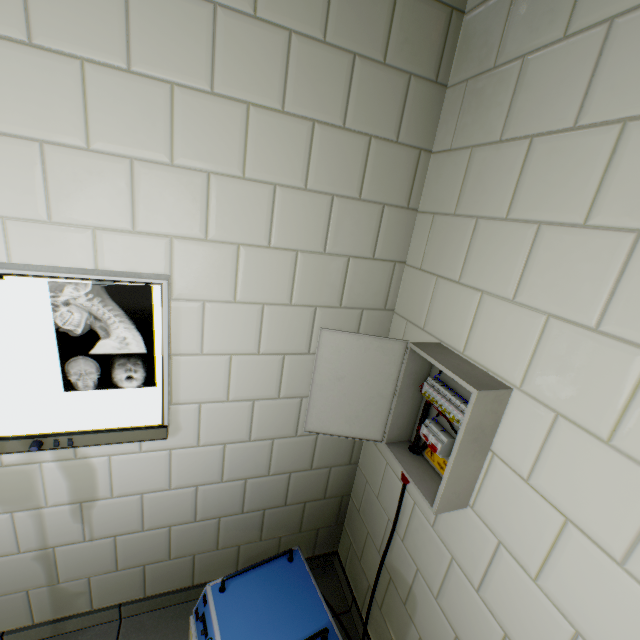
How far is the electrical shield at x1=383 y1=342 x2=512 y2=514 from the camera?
1.0m

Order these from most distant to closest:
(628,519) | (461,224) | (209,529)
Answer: (209,529)
(461,224)
(628,519)

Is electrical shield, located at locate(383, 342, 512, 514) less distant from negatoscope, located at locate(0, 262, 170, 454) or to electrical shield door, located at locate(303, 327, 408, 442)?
electrical shield door, located at locate(303, 327, 408, 442)

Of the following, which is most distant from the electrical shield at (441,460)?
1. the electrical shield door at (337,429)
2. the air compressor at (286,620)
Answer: the air compressor at (286,620)

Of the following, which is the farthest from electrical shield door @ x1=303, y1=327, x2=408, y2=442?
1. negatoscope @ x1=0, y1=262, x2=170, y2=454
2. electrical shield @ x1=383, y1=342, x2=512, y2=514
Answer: negatoscope @ x1=0, y1=262, x2=170, y2=454

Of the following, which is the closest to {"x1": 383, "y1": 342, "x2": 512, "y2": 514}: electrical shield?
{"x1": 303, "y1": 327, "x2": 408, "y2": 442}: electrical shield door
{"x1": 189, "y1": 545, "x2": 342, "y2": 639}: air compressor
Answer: {"x1": 303, "y1": 327, "x2": 408, "y2": 442}: electrical shield door

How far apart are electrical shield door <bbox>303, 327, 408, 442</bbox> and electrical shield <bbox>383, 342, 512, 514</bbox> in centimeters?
5cm

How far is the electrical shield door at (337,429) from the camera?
1.31m
